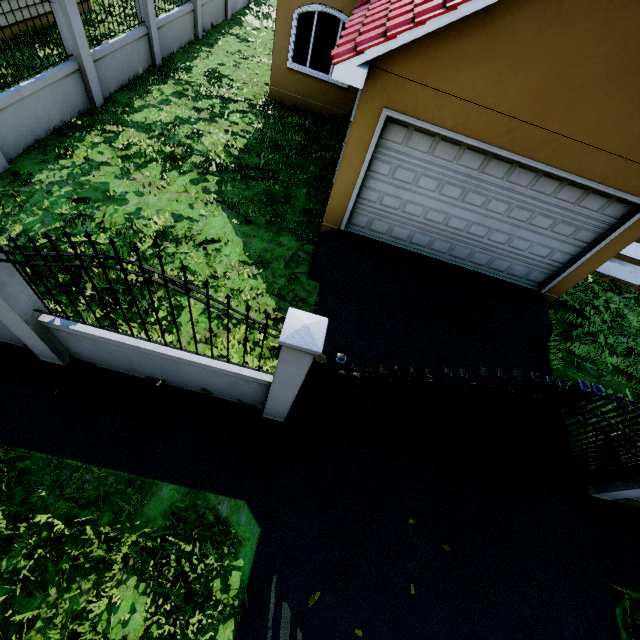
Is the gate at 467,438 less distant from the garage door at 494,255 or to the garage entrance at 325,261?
the garage entrance at 325,261

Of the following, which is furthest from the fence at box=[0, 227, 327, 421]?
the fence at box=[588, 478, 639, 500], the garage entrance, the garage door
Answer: the fence at box=[588, 478, 639, 500]

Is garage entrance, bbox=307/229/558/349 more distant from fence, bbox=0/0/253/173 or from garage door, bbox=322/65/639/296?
fence, bbox=0/0/253/173

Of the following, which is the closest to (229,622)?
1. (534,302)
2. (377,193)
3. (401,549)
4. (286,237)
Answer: (401,549)

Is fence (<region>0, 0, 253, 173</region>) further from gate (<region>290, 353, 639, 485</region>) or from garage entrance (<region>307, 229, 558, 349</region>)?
garage entrance (<region>307, 229, 558, 349</region>)

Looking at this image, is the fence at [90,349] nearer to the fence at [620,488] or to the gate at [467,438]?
the gate at [467,438]

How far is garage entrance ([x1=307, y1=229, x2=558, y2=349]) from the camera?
6.96m

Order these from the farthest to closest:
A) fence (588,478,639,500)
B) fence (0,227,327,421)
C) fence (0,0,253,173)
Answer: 1. fence (0,0,253,173)
2. fence (588,478,639,500)
3. fence (0,227,327,421)
